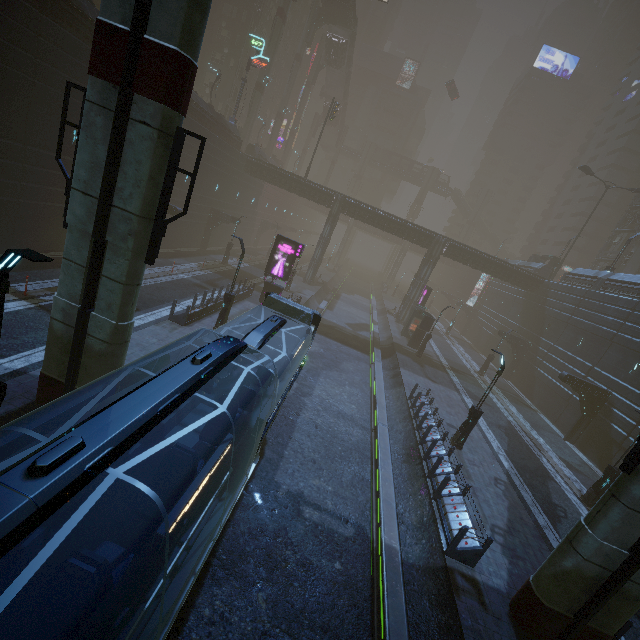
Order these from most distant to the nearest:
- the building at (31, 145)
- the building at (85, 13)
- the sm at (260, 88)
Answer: the sm at (260, 88)
the building at (85, 13)
the building at (31, 145)

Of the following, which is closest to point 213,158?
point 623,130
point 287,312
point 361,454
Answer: point 287,312

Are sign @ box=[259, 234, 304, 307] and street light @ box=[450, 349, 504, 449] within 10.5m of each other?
no

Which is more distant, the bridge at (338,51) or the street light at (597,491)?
the bridge at (338,51)

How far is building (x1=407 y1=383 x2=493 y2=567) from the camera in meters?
10.3

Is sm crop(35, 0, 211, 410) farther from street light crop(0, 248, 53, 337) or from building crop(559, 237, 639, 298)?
street light crop(0, 248, 53, 337)

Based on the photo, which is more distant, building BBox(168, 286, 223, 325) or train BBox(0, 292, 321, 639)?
building BBox(168, 286, 223, 325)

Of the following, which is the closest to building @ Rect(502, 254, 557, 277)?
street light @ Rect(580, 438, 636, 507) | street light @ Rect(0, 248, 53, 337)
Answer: street light @ Rect(0, 248, 53, 337)
